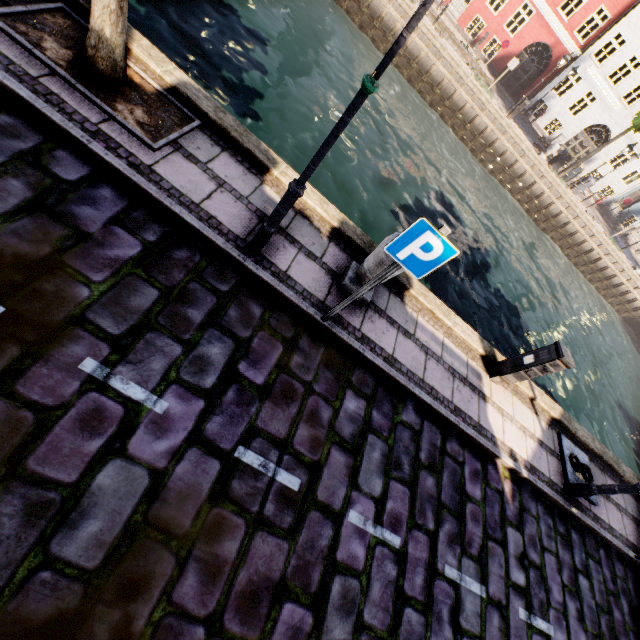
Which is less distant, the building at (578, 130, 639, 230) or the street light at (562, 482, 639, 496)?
the street light at (562, 482, 639, 496)

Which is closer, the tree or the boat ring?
the tree

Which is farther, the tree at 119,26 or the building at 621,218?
the building at 621,218

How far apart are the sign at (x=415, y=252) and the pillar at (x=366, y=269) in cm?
86

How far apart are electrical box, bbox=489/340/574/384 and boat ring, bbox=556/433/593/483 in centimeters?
195cm

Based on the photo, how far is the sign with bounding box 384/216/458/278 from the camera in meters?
2.8 m

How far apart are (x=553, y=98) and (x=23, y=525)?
36.29m

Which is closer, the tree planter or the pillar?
the tree planter
